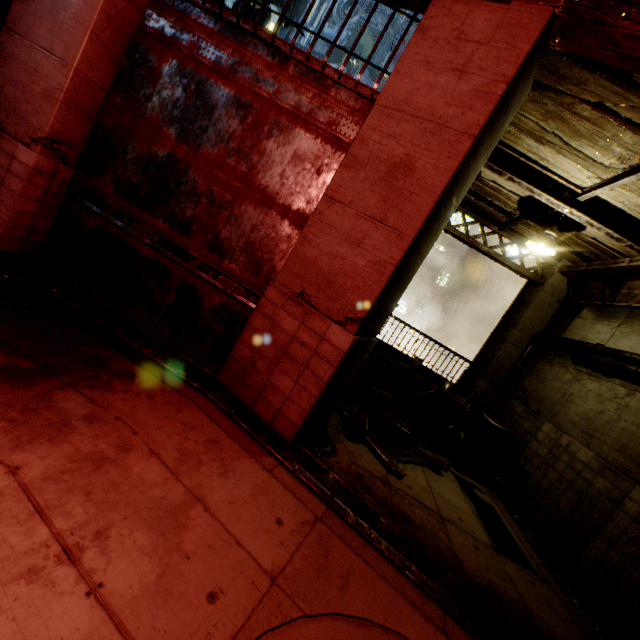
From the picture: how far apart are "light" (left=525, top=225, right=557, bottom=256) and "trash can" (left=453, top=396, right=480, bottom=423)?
4.0 meters

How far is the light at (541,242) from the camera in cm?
612

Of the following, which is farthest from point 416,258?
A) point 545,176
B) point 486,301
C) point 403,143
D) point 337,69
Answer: point 486,301

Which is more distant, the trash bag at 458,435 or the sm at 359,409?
the trash bag at 458,435

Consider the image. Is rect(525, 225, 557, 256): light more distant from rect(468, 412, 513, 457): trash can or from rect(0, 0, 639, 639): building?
rect(468, 412, 513, 457): trash can

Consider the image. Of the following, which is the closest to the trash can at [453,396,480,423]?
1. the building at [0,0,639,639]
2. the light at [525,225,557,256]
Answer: the building at [0,0,639,639]

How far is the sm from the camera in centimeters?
536cm

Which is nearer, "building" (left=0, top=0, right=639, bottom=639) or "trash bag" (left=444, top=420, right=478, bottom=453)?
"building" (left=0, top=0, right=639, bottom=639)
